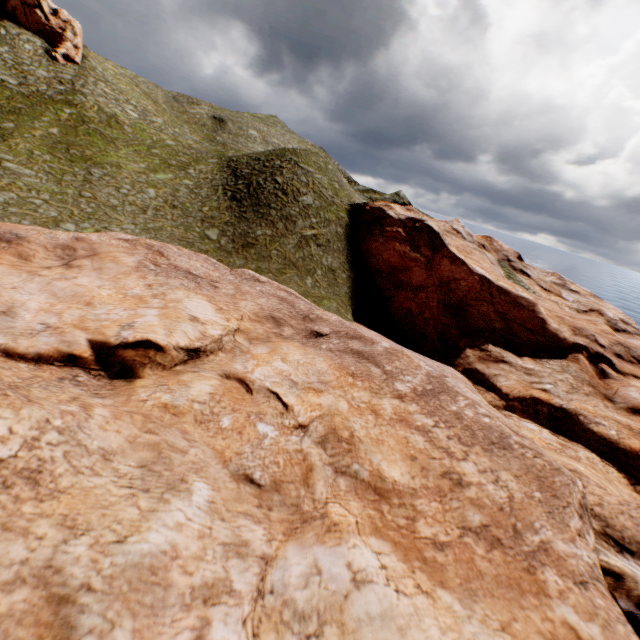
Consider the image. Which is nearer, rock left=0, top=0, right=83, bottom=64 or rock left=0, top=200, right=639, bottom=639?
rock left=0, top=200, right=639, bottom=639

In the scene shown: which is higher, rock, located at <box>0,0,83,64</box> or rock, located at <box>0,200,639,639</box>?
rock, located at <box>0,0,83,64</box>

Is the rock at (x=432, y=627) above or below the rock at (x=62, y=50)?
below

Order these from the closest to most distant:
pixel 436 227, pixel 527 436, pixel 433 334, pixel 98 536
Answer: pixel 98 536 → pixel 527 436 → pixel 433 334 → pixel 436 227

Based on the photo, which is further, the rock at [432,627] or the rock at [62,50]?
the rock at [62,50]
